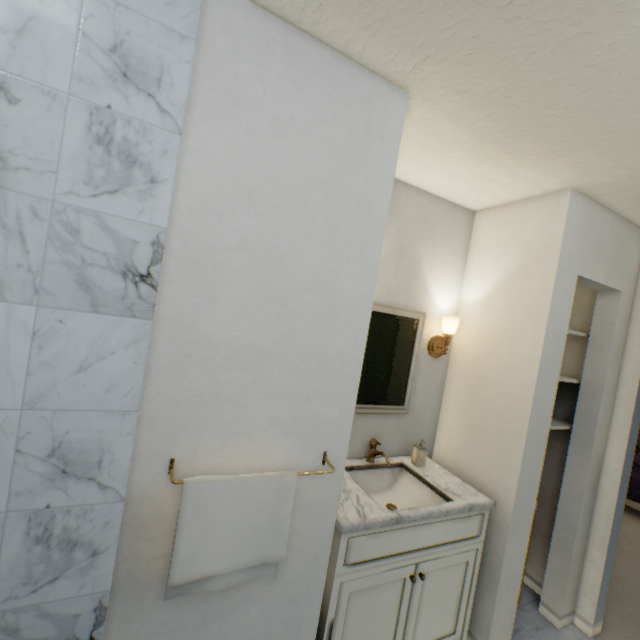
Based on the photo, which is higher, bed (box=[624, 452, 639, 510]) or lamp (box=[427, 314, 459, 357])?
lamp (box=[427, 314, 459, 357])

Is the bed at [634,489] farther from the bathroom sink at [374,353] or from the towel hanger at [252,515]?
the towel hanger at [252,515]

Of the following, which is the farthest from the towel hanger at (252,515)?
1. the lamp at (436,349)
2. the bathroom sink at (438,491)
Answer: the lamp at (436,349)

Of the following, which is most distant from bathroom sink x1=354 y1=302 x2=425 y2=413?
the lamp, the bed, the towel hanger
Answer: the bed

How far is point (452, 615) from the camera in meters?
1.6

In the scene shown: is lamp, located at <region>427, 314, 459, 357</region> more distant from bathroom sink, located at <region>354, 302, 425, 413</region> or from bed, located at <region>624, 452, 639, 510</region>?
bed, located at <region>624, 452, 639, 510</region>

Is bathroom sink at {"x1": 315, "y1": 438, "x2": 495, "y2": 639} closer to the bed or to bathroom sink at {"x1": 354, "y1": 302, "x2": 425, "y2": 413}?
bathroom sink at {"x1": 354, "y1": 302, "x2": 425, "y2": 413}

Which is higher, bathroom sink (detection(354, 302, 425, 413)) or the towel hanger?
bathroom sink (detection(354, 302, 425, 413))
